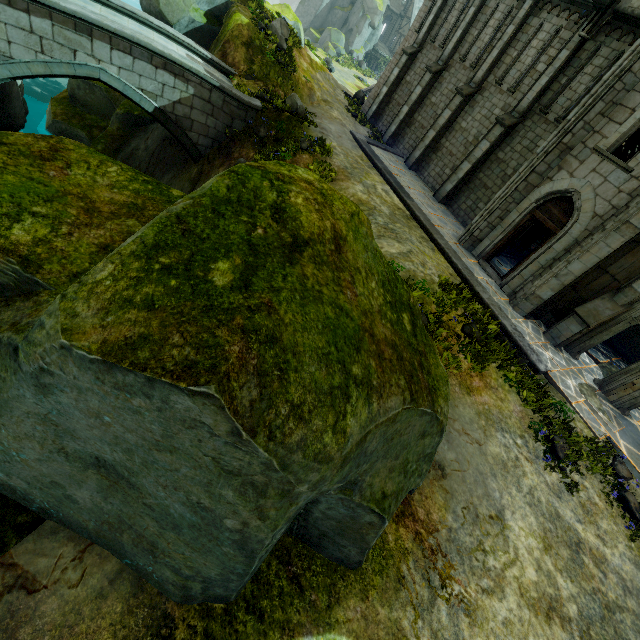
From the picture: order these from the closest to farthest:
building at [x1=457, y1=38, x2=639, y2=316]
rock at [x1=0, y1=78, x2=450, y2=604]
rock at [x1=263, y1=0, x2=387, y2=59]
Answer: rock at [x1=0, y1=78, x2=450, y2=604] < building at [x1=457, y1=38, x2=639, y2=316] < rock at [x1=263, y1=0, x2=387, y2=59]

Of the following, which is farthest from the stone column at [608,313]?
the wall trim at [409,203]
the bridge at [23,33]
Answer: the bridge at [23,33]

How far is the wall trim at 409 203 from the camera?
10.4 meters

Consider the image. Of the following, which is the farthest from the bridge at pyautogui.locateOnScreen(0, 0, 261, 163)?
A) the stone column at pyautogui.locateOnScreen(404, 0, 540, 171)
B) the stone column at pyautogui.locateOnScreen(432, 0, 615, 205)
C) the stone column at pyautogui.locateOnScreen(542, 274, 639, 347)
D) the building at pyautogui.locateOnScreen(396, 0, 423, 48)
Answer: the building at pyautogui.locateOnScreen(396, 0, 423, 48)

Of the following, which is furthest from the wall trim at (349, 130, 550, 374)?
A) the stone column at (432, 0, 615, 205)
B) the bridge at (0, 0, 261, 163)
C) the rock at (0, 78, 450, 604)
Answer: the bridge at (0, 0, 261, 163)

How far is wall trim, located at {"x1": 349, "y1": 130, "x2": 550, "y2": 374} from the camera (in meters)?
10.42

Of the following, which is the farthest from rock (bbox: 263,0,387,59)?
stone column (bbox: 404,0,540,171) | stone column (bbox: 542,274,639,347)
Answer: stone column (bbox: 542,274,639,347)

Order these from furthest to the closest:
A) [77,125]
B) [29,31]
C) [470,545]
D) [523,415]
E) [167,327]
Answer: [77,125]
[29,31]
[523,415]
[470,545]
[167,327]
